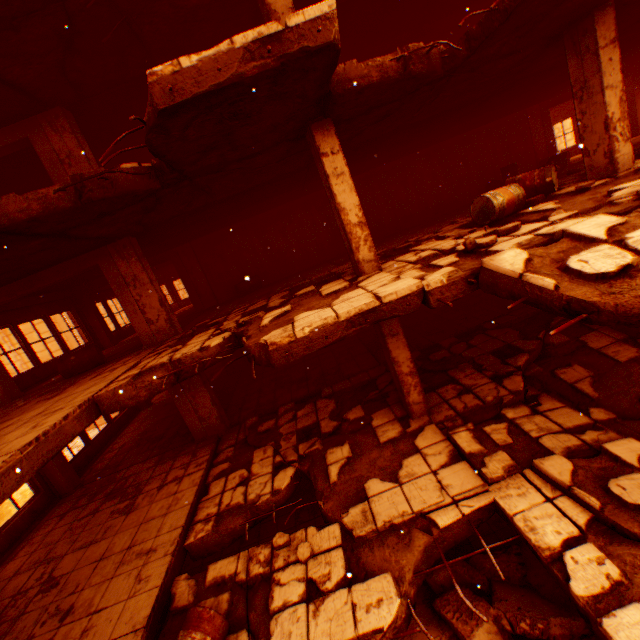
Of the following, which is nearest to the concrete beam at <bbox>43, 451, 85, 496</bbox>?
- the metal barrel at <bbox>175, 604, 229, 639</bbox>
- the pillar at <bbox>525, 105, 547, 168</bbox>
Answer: the metal barrel at <bbox>175, 604, 229, 639</bbox>

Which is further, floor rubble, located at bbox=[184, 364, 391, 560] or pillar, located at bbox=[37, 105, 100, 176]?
pillar, located at bbox=[37, 105, 100, 176]

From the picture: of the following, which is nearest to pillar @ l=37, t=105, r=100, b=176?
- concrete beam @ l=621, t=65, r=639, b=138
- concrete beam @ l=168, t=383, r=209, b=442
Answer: concrete beam @ l=168, t=383, r=209, b=442

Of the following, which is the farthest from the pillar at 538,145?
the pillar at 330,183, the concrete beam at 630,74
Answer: the pillar at 330,183

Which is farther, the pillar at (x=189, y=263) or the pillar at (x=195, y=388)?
the pillar at (x=189, y=263)

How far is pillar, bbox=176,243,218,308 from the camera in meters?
12.7

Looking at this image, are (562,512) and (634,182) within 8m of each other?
yes

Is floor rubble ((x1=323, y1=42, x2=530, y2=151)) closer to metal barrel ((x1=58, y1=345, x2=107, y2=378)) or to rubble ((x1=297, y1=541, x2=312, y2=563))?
metal barrel ((x1=58, y1=345, x2=107, y2=378))
